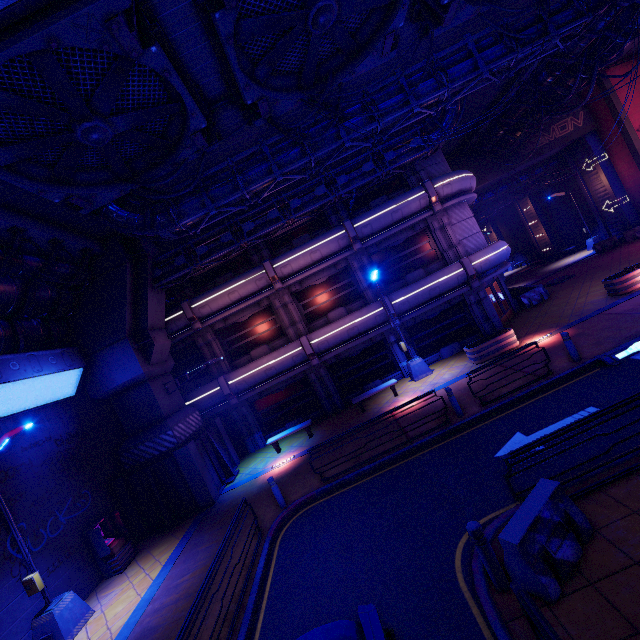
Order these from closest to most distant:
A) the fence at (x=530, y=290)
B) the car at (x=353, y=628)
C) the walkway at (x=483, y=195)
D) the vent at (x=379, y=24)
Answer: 1. the car at (x=353, y=628)
2. the vent at (x=379, y=24)
3. the fence at (x=530, y=290)
4. the walkway at (x=483, y=195)

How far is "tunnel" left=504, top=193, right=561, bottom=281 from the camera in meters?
34.7 m

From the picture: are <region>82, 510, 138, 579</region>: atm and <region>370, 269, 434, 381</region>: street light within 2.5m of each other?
no

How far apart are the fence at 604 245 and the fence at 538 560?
28.89m

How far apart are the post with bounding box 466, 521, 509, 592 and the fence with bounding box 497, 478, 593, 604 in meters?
0.1

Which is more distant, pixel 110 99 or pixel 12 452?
pixel 12 452

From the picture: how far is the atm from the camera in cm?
1154

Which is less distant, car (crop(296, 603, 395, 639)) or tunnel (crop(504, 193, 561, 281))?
car (crop(296, 603, 395, 639))
